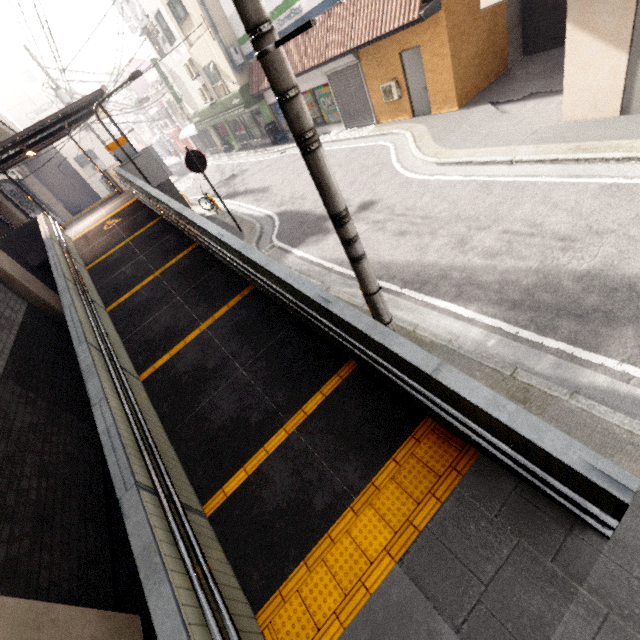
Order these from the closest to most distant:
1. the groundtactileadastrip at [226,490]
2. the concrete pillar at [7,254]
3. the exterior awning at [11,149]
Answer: the groundtactileadastrip at [226,490]
the concrete pillar at [7,254]
the exterior awning at [11,149]

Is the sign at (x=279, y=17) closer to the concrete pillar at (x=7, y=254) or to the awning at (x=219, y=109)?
the awning at (x=219, y=109)

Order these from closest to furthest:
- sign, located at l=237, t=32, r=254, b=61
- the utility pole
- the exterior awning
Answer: the utility pole < the exterior awning < sign, located at l=237, t=32, r=254, b=61

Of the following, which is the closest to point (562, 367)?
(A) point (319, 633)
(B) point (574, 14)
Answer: (A) point (319, 633)

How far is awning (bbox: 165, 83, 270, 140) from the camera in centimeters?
1766cm

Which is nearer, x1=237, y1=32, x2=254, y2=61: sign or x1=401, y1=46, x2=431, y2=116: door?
x1=401, y1=46, x2=431, y2=116: door

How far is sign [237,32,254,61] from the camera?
16.1m

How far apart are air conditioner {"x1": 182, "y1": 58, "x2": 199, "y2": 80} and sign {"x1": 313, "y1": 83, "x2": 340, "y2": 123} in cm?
920
